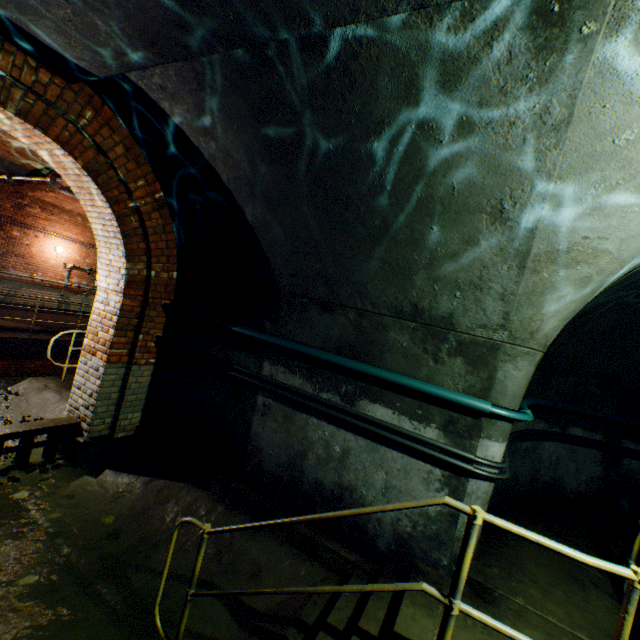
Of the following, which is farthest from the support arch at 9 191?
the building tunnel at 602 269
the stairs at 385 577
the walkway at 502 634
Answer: the walkway at 502 634

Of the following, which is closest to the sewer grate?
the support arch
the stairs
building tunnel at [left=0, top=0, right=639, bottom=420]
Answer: building tunnel at [left=0, top=0, right=639, bottom=420]

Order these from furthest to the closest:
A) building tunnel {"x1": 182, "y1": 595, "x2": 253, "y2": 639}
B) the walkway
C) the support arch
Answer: the support arch, building tunnel {"x1": 182, "y1": 595, "x2": 253, "y2": 639}, the walkway

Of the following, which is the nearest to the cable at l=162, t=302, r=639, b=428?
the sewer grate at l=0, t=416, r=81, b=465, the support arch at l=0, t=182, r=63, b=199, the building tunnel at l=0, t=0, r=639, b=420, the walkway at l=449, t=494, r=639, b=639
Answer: the building tunnel at l=0, t=0, r=639, b=420

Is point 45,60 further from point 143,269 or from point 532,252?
point 532,252

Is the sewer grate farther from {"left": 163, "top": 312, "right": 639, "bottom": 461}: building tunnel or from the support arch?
the support arch

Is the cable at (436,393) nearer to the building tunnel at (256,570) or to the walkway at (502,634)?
the building tunnel at (256,570)

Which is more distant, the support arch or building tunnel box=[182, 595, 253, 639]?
the support arch
